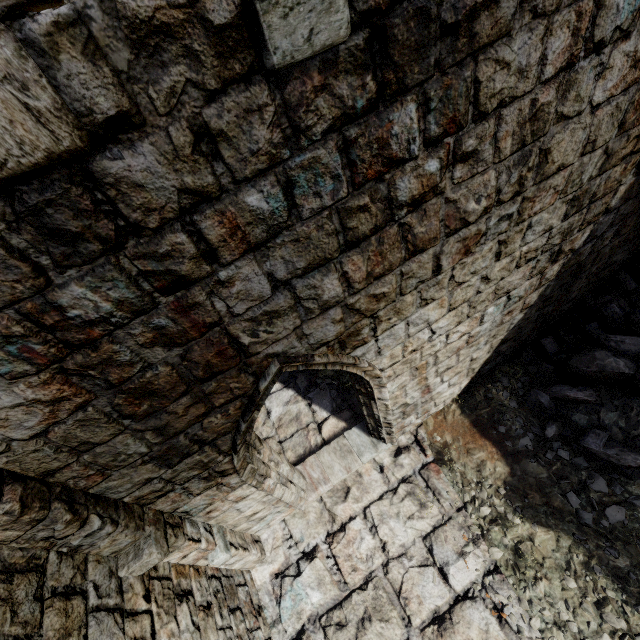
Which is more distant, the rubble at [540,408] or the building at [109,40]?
the rubble at [540,408]

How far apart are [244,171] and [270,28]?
0.6 meters

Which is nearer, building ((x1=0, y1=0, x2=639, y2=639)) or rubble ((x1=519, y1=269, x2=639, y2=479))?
building ((x1=0, y1=0, x2=639, y2=639))
